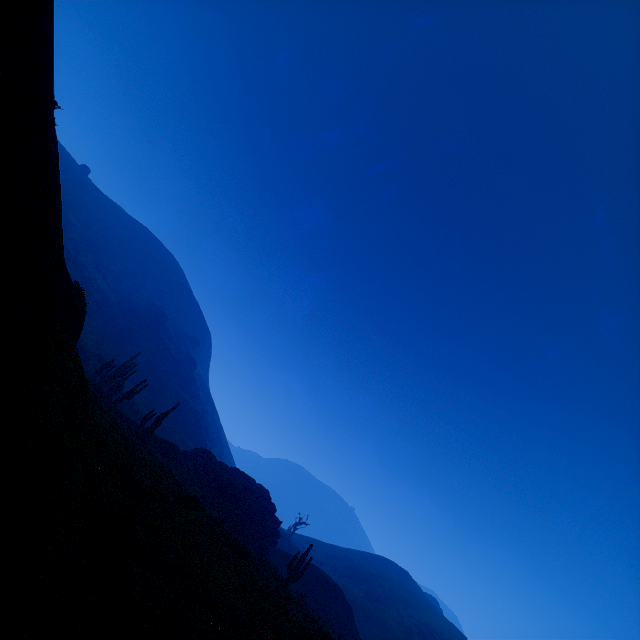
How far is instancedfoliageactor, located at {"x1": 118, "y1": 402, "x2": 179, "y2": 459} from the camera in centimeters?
2536cm

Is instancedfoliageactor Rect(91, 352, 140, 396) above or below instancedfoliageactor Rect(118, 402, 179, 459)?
above

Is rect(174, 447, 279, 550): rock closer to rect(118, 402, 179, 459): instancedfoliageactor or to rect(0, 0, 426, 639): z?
rect(118, 402, 179, 459): instancedfoliageactor

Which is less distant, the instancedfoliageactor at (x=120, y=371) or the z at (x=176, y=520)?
the z at (x=176, y=520)

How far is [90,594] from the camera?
2.2m

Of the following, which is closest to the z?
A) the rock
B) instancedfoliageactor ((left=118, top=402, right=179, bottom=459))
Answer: instancedfoliageactor ((left=118, top=402, right=179, bottom=459))

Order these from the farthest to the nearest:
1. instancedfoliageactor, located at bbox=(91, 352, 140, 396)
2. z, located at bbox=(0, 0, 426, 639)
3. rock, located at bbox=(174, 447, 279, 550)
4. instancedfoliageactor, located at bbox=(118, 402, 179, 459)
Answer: instancedfoliageactor, located at bbox=(91, 352, 140, 396) < rock, located at bbox=(174, 447, 279, 550) < instancedfoliageactor, located at bbox=(118, 402, 179, 459) < z, located at bbox=(0, 0, 426, 639)

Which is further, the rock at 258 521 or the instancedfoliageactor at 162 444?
the rock at 258 521
